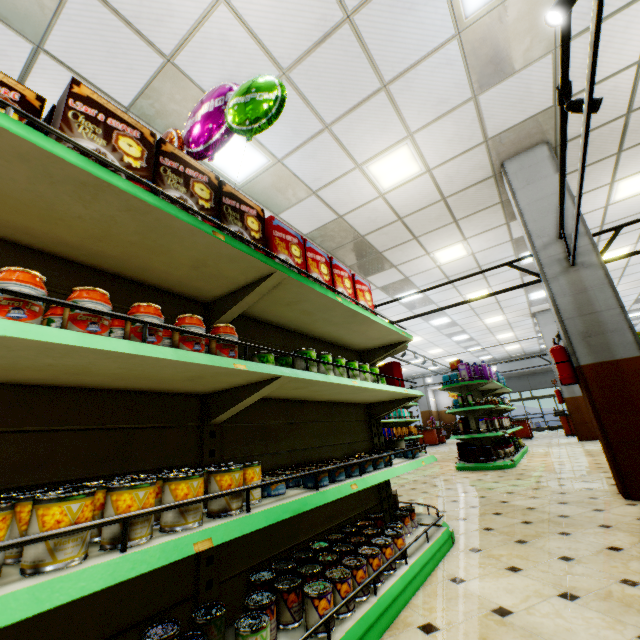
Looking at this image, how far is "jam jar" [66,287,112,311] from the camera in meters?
1.0

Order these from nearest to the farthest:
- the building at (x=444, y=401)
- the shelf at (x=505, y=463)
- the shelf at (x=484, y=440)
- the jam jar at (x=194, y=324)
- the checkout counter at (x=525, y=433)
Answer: the jam jar at (x=194, y=324) < the shelf at (x=505, y=463) < the shelf at (x=484, y=440) < the checkout counter at (x=525, y=433) < the building at (x=444, y=401)

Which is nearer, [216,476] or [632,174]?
[216,476]

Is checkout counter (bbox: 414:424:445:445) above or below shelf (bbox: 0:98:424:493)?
below

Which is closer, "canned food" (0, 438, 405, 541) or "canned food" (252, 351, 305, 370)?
"canned food" (0, 438, 405, 541)

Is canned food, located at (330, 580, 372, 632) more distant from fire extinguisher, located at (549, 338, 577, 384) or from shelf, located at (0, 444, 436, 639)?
fire extinguisher, located at (549, 338, 577, 384)

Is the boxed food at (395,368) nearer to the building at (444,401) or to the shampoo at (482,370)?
the building at (444,401)

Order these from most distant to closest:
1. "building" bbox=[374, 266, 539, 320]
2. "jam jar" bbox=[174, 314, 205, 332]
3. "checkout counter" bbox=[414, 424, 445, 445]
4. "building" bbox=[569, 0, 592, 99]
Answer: "checkout counter" bbox=[414, 424, 445, 445] < "building" bbox=[374, 266, 539, 320] < "building" bbox=[569, 0, 592, 99] < "jam jar" bbox=[174, 314, 205, 332]
